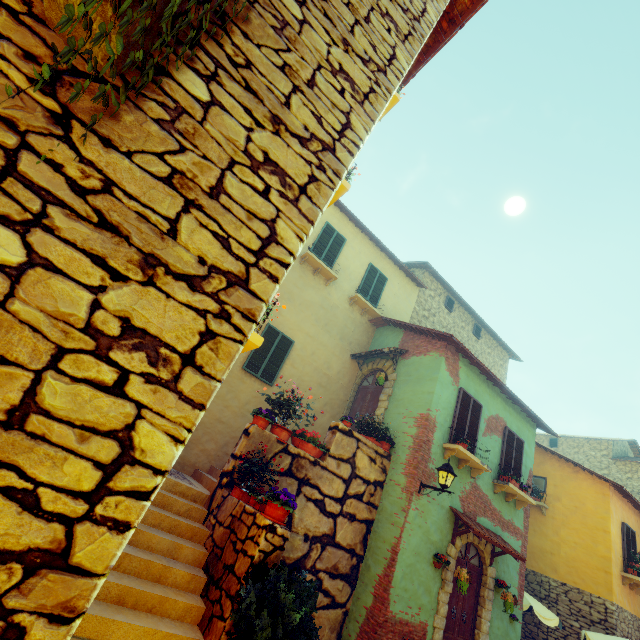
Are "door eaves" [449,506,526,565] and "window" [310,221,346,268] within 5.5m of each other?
no

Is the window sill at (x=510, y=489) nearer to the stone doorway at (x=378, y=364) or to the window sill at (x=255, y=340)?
the stone doorway at (x=378, y=364)

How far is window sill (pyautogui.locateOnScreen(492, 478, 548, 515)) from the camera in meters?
9.1

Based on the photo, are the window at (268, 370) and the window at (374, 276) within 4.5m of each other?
yes

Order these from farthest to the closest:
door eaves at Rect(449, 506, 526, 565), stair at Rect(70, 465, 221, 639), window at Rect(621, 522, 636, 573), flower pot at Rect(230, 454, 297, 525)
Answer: window at Rect(621, 522, 636, 573)
door eaves at Rect(449, 506, 526, 565)
flower pot at Rect(230, 454, 297, 525)
stair at Rect(70, 465, 221, 639)

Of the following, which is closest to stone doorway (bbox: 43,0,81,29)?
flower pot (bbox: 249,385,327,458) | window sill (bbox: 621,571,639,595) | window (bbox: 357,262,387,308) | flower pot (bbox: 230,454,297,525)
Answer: flower pot (bbox: 230,454,297,525)

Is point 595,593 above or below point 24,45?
above

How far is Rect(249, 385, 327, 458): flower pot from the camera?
6.8 meters
